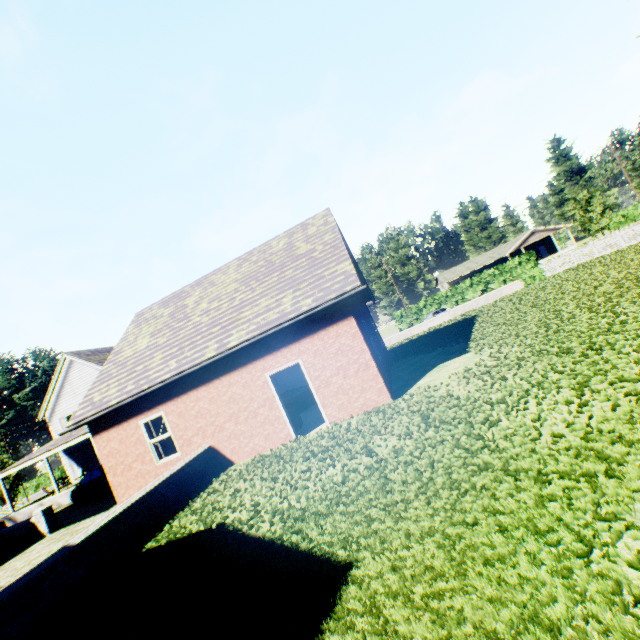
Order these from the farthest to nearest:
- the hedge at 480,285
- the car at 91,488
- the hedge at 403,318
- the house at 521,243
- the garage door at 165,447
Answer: the house at 521,243, the hedge at 403,318, the hedge at 480,285, the car at 91,488, the garage door at 165,447

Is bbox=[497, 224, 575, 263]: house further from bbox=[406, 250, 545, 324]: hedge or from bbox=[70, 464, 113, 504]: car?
bbox=[70, 464, 113, 504]: car

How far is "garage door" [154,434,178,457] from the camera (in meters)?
13.67

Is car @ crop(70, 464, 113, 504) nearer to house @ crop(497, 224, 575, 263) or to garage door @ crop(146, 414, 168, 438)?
garage door @ crop(146, 414, 168, 438)

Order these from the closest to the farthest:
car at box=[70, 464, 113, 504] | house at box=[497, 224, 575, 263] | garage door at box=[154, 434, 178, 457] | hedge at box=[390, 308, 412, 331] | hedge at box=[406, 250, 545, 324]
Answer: garage door at box=[154, 434, 178, 457], car at box=[70, 464, 113, 504], hedge at box=[406, 250, 545, 324], hedge at box=[390, 308, 412, 331], house at box=[497, 224, 575, 263]

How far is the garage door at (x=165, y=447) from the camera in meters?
13.7

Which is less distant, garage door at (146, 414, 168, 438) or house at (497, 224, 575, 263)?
garage door at (146, 414, 168, 438)

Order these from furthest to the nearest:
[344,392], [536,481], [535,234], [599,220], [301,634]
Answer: [535,234] → [599,220] → [344,392] → [536,481] → [301,634]
